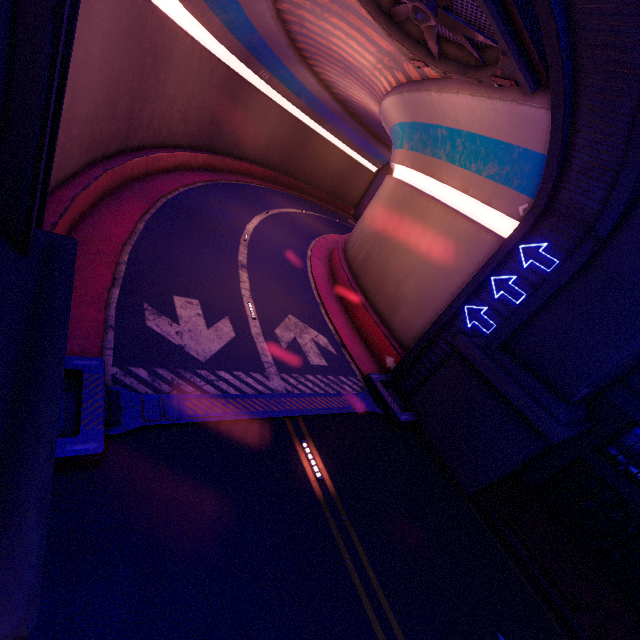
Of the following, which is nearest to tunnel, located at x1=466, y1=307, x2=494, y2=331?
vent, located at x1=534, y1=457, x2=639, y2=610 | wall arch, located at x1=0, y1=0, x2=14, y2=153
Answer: wall arch, located at x1=0, y1=0, x2=14, y2=153

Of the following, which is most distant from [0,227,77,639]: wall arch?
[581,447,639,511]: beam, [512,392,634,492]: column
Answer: [581,447,639,511]: beam

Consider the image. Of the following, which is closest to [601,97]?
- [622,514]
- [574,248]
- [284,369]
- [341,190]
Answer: [574,248]

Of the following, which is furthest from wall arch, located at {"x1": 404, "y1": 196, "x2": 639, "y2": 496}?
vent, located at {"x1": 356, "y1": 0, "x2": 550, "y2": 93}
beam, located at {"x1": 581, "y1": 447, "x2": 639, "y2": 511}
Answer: vent, located at {"x1": 356, "y1": 0, "x2": 550, "y2": 93}

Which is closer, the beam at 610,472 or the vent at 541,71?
the vent at 541,71

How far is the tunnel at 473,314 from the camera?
12.1m

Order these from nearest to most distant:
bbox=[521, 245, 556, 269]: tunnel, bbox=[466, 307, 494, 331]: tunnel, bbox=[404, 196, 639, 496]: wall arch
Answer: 1. bbox=[404, 196, 639, 496]: wall arch
2. bbox=[521, 245, 556, 269]: tunnel
3. bbox=[466, 307, 494, 331]: tunnel

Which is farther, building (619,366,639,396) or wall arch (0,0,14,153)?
building (619,366,639,396)
